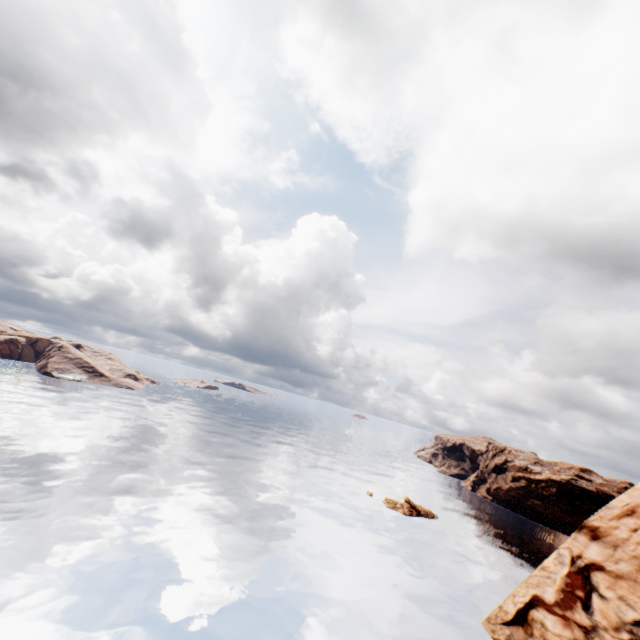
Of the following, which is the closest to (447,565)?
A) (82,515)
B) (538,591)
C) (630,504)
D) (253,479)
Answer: (538,591)

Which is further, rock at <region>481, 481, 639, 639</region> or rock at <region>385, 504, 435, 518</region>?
rock at <region>385, 504, 435, 518</region>

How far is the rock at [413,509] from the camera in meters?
57.9

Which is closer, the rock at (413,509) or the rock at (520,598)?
the rock at (520,598)

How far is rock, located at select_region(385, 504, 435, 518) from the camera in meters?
57.9 m

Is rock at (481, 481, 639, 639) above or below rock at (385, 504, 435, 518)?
above
